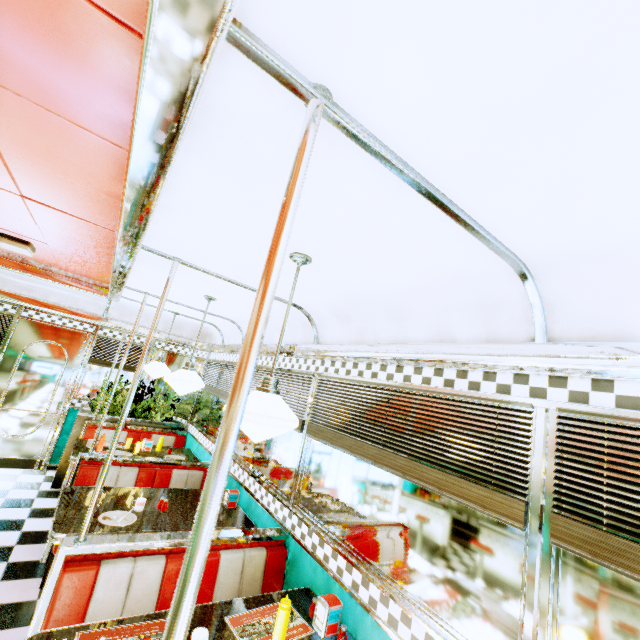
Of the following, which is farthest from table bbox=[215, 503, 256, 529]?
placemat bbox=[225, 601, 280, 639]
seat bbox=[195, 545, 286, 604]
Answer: placemat bbox=[225, 601, 280, 639]

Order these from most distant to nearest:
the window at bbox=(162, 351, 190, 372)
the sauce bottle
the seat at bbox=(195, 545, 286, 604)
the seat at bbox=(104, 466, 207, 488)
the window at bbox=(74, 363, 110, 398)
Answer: the window at bbox=(162, 351, 190, 372), the window at bbox=(74, 363, 110, 398), the seat at bbox=(104, 466, 207, 488), the seat at bbox=(195, 545, 286, 604), the sauce bottle

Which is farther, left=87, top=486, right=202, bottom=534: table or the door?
the door

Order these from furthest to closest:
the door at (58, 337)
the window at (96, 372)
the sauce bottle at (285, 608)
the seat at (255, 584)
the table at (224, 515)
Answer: the window at (96, 372), the door at (58, 337), the table at (224, 515), the seat at (255, 584), the sauce bottle at (285, 608)

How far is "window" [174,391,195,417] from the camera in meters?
6.5 m

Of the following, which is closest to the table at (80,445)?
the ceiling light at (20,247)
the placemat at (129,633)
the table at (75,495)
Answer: the table at (75,495)

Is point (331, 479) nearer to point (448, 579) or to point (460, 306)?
point (448, 579)

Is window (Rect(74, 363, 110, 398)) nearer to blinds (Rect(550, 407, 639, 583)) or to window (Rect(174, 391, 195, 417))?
window (Rect(174, 391, 195, 417))
